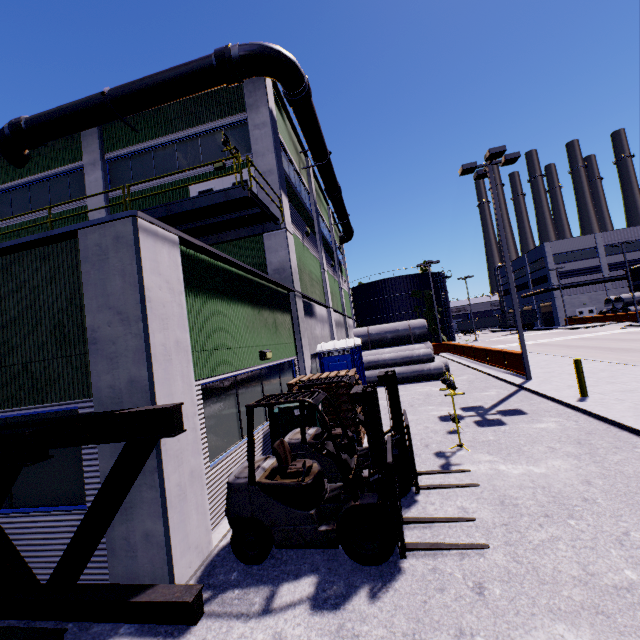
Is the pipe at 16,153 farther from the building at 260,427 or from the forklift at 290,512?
the forklift at 290,512

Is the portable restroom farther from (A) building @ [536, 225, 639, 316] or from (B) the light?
(B) the light

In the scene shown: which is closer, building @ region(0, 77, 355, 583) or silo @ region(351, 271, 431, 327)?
building @ region(0, 77, 355, 583)

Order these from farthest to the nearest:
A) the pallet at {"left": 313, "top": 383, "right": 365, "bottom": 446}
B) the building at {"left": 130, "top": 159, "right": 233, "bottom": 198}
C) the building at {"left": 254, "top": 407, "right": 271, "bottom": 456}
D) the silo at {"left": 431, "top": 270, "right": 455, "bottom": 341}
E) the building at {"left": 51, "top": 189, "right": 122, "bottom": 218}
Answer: the silo at {"left": 431, "top": 270, "right": 455, "bottom": 341} < the building at {"left": 51, "top": 189, "right": 122, "bottom": 218} < the building at {"left": 130, "top": 159, "right": 233, "bottom": 198} < the pallet at {"left": 313, "top": 383, "right": 365, "bottom": 446} < the building at {"left": 254, "top": 407, "right": 271, "bottom": 456}

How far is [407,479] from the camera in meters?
5.7 m

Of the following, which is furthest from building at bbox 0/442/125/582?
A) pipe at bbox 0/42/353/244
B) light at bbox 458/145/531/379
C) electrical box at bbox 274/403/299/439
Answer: light at bbox 458/145/531/379

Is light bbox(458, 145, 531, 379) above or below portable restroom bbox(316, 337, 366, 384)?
above

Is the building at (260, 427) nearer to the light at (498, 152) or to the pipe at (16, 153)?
the pipe at (16, 153)
